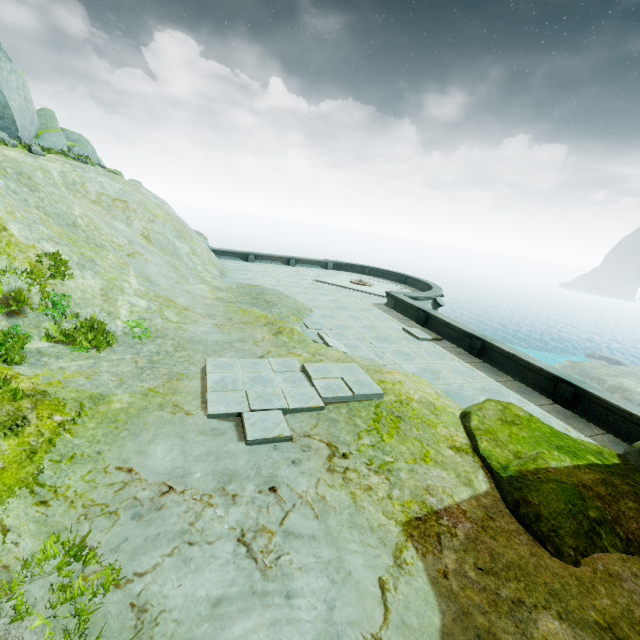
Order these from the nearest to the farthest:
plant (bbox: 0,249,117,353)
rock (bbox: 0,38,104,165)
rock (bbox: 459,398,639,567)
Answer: rock (bbox: 459,398,639,567) → plant (bbox: 0,249,117,353) → rock (bbox: 0,38,104,165)

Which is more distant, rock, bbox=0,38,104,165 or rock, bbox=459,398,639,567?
rock, bbox=0,38,104,165

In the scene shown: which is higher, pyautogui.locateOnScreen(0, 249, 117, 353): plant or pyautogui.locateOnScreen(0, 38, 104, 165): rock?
pyautogui.locateOnScreen(0, 38, 104, 165): rock

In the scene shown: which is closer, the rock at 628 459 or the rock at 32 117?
the rock at 628 459

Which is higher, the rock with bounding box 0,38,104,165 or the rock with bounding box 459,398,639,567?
the rock with bounding box 0,38,104,165

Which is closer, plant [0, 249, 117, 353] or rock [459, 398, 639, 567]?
rock [459, 398, 639, 567]

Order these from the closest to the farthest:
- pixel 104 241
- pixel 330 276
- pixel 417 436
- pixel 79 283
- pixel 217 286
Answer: pixel 417 436 < pixel 79 283 < pixel 104 241 < pixel 217 286 < pixel 330 276

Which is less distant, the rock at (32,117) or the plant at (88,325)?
the plant at (88,325)
